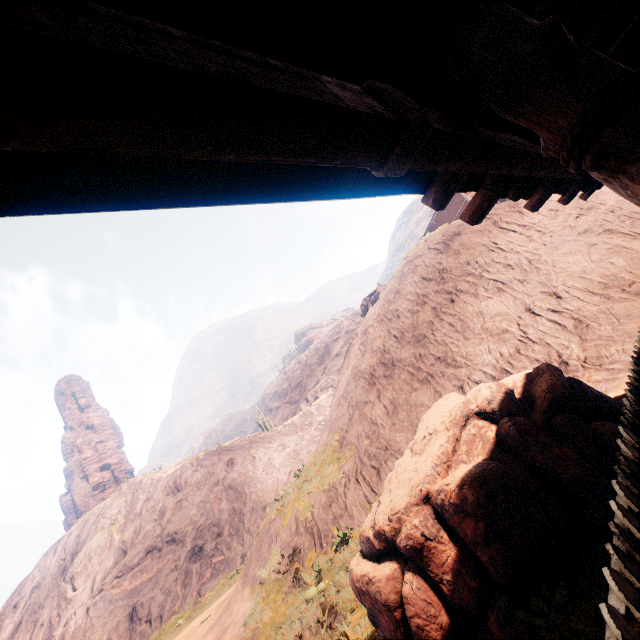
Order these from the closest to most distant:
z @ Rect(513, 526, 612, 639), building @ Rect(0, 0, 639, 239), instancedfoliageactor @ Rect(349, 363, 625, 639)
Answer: building @ Rect(0, 0, 639, 239), z @ Rect(513, 526, 612, 639), instancedfoliageactor @ Rect(349, 363, 625, 639)

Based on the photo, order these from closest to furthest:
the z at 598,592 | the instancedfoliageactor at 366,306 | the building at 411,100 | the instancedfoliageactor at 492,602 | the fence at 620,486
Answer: the building at 411,100, the fence at 620,486, the z at 598,592, the instancedfoliageactor at 492,602, the instancedfoliageactor at 366,306

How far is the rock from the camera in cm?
5200

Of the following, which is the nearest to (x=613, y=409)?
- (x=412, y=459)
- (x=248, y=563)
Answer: (x=412, y=459)

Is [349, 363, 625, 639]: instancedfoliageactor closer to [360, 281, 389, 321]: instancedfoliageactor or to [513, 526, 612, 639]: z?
[513, 526, 612, 639]: z

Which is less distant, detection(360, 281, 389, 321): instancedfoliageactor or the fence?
the fence

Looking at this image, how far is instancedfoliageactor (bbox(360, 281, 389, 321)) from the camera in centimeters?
2150cm

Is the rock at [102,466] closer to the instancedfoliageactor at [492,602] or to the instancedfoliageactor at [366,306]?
the instancedfoliageactor at [366,306]
